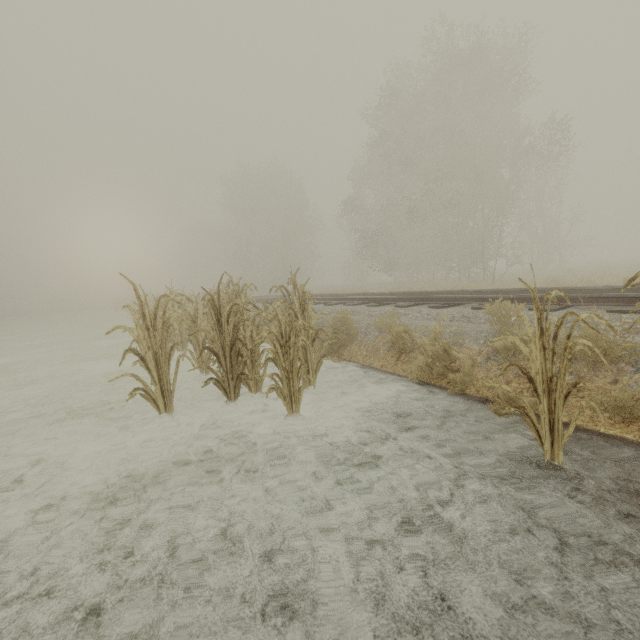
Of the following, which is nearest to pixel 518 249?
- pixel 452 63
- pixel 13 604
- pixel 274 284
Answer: pixel 452 63
